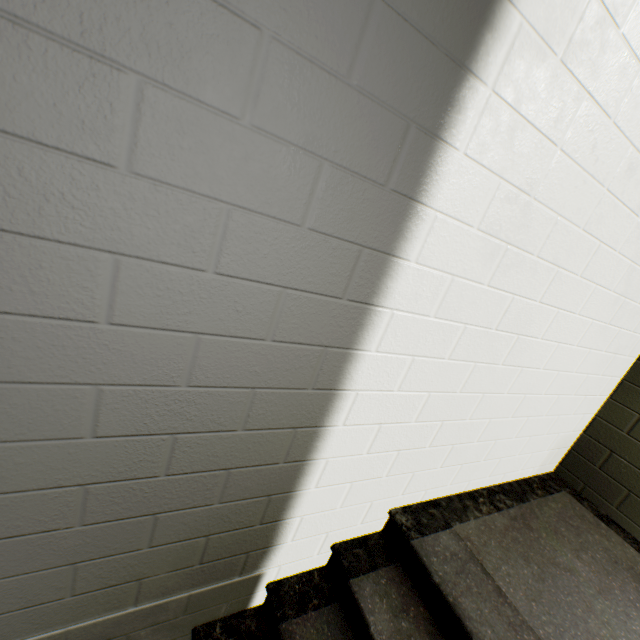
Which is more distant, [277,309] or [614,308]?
[614,308]
